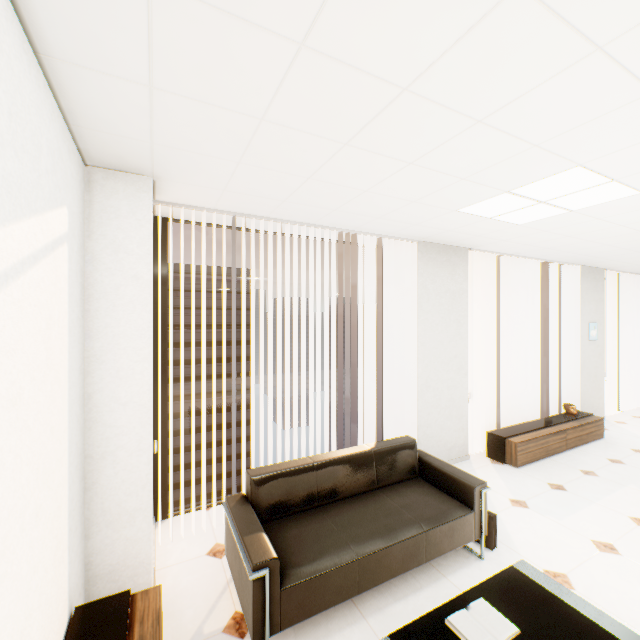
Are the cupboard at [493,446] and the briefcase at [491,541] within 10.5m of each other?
yes

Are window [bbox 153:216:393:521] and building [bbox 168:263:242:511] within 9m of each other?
no

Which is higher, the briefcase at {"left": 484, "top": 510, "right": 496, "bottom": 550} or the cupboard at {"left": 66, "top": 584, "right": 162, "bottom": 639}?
A: the cupboard at {"left": 66, "top": 584, "right": 162, "bottom": 639}

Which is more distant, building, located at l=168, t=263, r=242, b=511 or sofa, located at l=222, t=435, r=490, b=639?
building, located at l=168, t=263, r=242, b=511

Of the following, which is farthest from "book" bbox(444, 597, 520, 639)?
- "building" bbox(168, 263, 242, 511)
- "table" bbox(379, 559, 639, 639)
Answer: "building" bbox(168, 263, 242, 511)

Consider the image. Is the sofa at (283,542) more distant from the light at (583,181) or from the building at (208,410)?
the building at (208,410)

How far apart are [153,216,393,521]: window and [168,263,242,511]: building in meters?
56.2

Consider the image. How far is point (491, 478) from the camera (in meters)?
4.00
